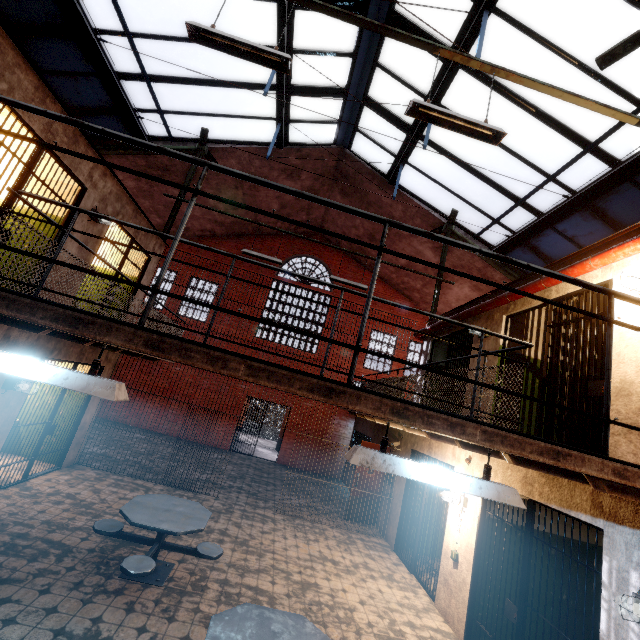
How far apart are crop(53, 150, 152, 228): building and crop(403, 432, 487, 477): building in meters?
8.0 m

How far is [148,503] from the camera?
4.87m

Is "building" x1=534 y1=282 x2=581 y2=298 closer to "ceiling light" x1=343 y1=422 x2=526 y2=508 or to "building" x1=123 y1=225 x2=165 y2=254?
"ceiling light" x1=343 y1=422 x2=526 y2=508

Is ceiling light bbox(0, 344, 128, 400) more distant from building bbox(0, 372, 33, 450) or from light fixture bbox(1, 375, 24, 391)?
light fixture bbox(1, 375, 24, 391)

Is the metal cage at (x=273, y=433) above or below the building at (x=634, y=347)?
below

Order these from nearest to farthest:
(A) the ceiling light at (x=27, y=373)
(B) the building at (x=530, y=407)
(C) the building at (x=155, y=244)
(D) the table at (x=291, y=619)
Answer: (A) the ceiling light at (x=27, y=373) → (D) the table at (x=291, y=619) → (B) the building at (x=530, y=407) → (C) the building at (x=155, y=244)

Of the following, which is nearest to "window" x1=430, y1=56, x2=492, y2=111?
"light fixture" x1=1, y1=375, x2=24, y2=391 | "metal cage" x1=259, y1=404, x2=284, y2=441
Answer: "light fixture" x1=1, y1=375, x2=24, y2=391

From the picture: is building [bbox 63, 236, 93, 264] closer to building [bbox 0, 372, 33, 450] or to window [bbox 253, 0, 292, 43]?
building [bbox 0, 372, 33, 450]
